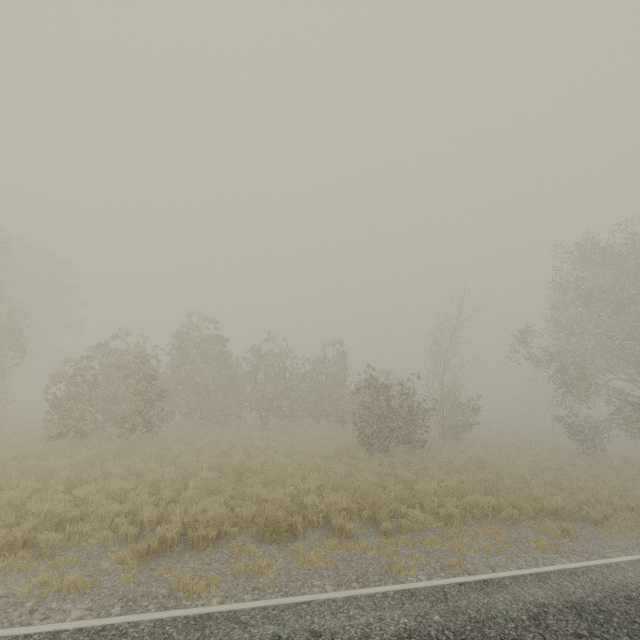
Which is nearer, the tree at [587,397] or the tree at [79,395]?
the tree at [79,395]

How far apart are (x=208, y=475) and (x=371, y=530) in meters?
5.9

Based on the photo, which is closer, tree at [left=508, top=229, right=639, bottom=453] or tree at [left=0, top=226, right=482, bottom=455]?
tree at [left=0, top=226, right=482, bottom=455]
